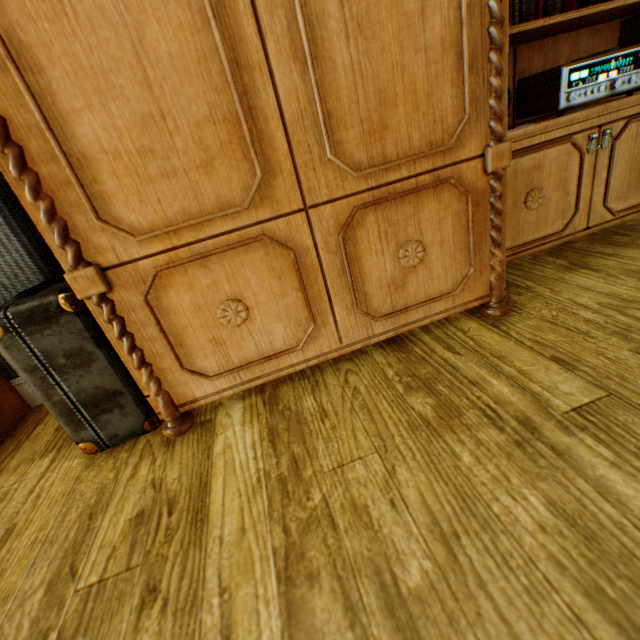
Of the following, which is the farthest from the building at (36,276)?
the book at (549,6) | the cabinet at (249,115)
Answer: the book at (549,6)

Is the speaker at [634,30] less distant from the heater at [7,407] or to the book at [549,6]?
the book at [549,6]

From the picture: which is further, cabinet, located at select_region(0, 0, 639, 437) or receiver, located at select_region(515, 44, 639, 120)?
receiver, located at select_region(515, 44, 639, 120)

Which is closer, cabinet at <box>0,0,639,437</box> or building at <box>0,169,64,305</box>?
cabinet at <box>0,0,639,437</box>

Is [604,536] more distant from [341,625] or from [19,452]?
[19,452]

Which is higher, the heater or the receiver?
the receiver

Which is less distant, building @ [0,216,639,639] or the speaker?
building @ [0,216,639,639]

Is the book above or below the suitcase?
above
